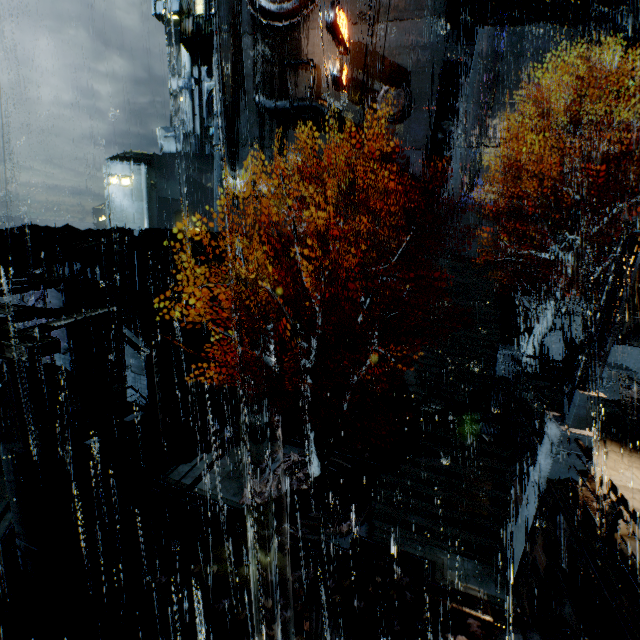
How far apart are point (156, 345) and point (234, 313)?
7.33m

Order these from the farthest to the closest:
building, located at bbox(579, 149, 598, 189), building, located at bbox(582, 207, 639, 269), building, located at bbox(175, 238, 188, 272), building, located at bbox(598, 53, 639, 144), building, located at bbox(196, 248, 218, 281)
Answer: building, located at bbox(598, 53, 639, 144), building, located at bbox(579, 149, 598, 189), building, located at bbox(582, 207, 639, 269), building, located at bbox(196, 248, 218, 281), building, located at bbox(175, 238, 188, 272)

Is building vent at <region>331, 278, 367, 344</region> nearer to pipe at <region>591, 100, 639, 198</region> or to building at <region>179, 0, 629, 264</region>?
building at <region>179, 0, 629, 264</region>

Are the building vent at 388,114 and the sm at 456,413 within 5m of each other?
no

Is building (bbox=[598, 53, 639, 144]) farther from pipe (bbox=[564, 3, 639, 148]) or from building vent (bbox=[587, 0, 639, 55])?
pipe (bbox=[564, 3, 639, 148])

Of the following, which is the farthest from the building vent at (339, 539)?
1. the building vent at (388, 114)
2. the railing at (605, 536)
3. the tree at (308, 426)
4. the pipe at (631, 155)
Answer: the building vent at (388, 114)

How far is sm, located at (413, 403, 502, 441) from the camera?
14.4 meters

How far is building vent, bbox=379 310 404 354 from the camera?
24.5 meters
